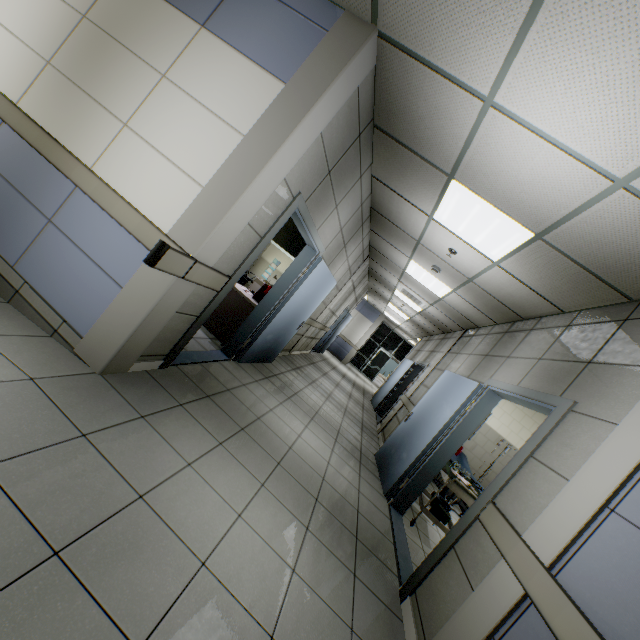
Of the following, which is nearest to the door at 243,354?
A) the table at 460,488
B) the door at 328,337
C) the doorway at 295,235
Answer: the doorway at 295,235

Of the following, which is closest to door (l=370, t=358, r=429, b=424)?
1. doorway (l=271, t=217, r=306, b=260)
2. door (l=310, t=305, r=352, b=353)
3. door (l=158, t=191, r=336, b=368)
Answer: door (l=310, t=305, r=352, b=353)

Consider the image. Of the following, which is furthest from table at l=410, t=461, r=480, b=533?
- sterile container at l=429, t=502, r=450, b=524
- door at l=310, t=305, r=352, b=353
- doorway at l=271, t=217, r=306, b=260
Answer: door at l=310, t=305, r=352, b=353

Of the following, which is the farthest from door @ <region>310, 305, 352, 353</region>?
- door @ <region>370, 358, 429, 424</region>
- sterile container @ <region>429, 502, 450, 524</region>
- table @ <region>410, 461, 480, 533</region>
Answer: sterile container @ <region>429, 502, 450, 524</region>

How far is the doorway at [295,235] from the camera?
8.5m

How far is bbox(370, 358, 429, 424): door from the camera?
8.92m

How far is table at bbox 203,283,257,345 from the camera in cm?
503

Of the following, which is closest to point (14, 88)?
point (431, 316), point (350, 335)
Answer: point (431, 316)
